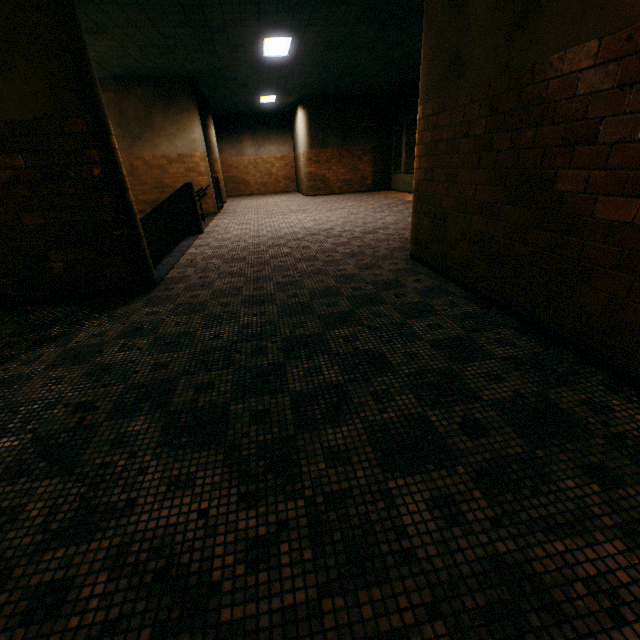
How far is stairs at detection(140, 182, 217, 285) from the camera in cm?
610

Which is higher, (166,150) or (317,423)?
(166,150)

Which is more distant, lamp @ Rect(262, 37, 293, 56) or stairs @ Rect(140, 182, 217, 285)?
lamp @ Rect(262, 37, 293, 56)

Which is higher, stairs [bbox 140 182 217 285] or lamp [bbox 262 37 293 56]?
lamp [bbox 262 37 293 56]

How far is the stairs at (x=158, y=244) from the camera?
6.1 meters

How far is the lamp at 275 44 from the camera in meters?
7.2 m

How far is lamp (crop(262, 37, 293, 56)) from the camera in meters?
7.2
